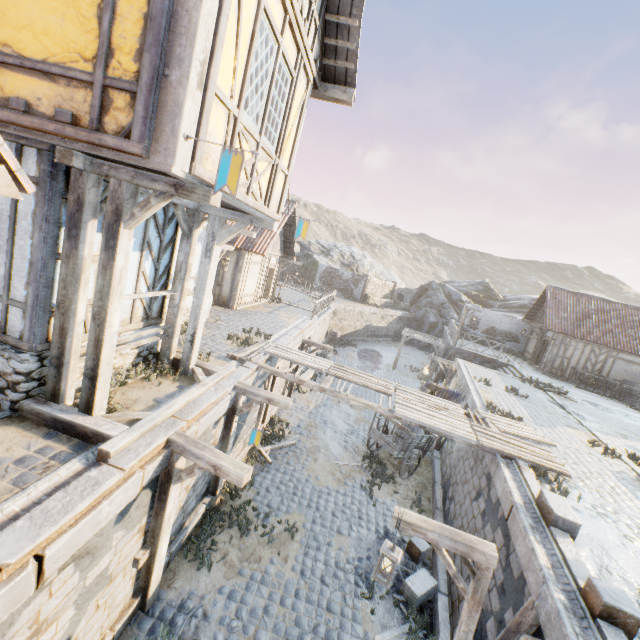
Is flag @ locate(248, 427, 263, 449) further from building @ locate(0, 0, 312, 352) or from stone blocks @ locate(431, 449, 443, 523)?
building @ locate(0, 0, 312, 352)

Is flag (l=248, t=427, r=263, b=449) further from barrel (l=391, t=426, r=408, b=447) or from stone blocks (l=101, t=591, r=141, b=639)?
barrel (l=391, t=426, r=408, b=447)

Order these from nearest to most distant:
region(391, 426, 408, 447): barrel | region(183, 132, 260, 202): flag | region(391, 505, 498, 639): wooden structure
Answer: region(183, 132, 260, 202): flag
region(391, 505, 498, 639): wooden structure
region(391, 426, 408, 447): barrel

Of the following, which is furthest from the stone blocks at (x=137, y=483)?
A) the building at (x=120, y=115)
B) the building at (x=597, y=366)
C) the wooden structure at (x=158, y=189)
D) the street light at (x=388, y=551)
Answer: the street light at (x=388, y=551)

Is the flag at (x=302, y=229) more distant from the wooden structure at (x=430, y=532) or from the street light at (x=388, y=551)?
the street light at (x=388, y=551)

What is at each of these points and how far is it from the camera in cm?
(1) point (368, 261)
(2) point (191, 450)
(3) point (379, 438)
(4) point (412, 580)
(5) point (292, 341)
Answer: (1) rock, 4700
(2) wooden structure, 499
(3) wagon, 1166
(4) stone blocks, 723
(5) stone blocks, 1297

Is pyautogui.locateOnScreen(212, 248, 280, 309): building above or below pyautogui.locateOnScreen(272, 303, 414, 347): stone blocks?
above

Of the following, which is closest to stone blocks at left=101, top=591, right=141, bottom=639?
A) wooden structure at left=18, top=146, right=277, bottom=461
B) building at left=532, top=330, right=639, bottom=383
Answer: wooden structure at left=18, top=146, right=277, bottom=461
